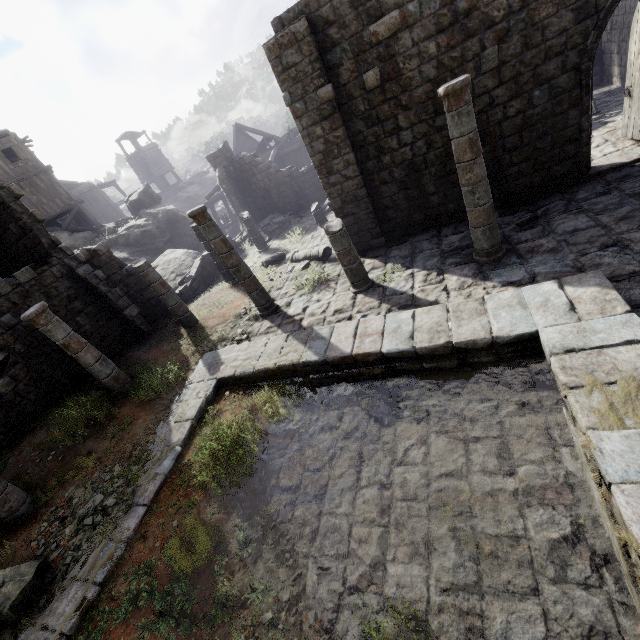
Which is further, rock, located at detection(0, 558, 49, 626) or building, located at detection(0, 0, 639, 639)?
rock, located at detection(0, 558, 49, 626)

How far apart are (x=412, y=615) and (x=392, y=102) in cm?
1077

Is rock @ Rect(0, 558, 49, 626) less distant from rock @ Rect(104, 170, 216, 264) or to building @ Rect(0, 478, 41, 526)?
building @ Rect(0, 478, 41, 526)

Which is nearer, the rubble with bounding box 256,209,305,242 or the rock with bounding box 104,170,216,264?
the rubble with bounding box 256,209,305,242

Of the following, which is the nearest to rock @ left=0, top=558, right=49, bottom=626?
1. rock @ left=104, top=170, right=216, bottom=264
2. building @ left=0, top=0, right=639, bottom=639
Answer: building @ left=0, top=0, right=639, bottom=639

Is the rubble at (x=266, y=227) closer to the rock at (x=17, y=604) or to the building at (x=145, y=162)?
the building at (x=145, y=162)

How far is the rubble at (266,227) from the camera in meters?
19.2 m

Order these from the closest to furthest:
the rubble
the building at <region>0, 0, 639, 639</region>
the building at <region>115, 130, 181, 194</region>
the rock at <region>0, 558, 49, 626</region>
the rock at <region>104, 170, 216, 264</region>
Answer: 1. the building at <region>0, 0, 639, 639</region>
2. the rock at <region>0, 558, 49, 626</region>
3. the rubble
4. the rock at <region>104, 170, 216, 264</region>
5. the building at <region>115, 130, 181, 194</region>
